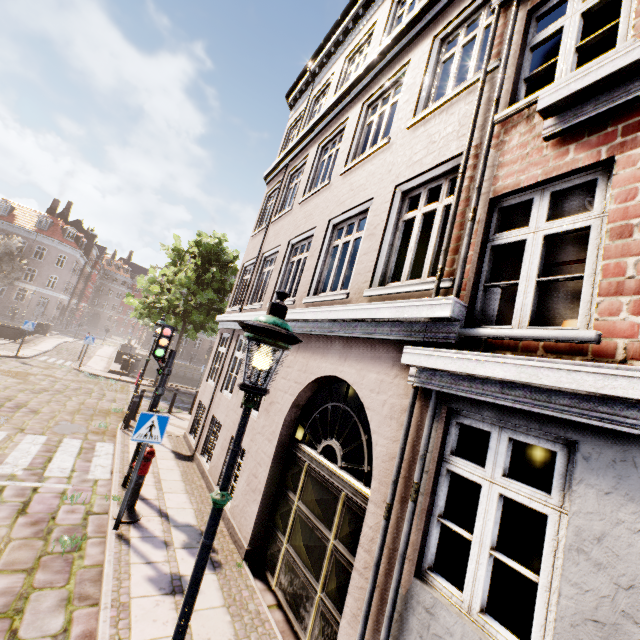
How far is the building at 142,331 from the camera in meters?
48.6

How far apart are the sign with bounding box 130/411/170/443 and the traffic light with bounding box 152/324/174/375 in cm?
170

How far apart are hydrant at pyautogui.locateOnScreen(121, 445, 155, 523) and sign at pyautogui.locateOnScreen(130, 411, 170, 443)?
0.49m

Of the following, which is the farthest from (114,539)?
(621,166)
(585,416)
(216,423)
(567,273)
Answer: (621,166)

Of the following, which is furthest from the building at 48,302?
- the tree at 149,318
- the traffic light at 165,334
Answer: the traffic light at 165,334

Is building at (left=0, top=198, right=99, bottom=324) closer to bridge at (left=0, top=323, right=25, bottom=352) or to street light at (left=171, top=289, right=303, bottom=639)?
bridge at (left=0, top=323, right=25, bottom=352)

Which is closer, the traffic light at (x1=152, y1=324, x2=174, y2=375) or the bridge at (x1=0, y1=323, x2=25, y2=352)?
the traffic light at (x1=152, y1=324, x2=174, y2=375)

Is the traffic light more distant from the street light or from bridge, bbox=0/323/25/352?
bridge, bbox=0/323/25/352
